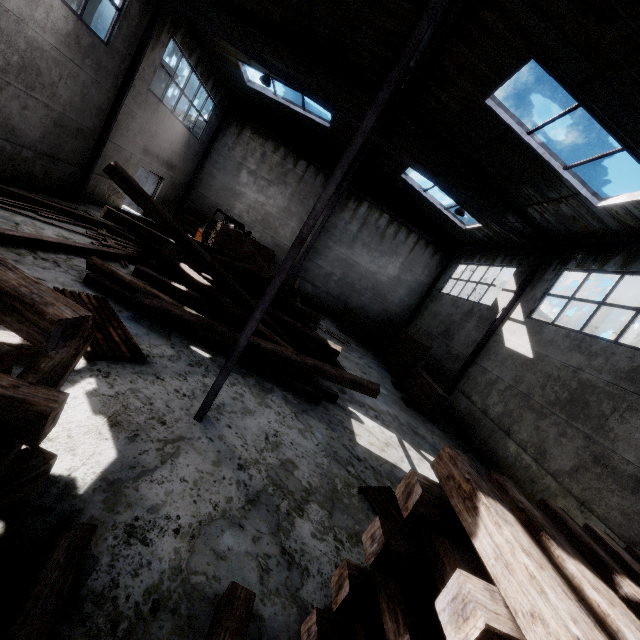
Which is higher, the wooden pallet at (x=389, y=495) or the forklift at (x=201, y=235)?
the forklift at (x=201, y=235)

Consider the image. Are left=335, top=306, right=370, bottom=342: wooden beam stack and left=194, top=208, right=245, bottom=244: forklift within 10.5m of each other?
yes

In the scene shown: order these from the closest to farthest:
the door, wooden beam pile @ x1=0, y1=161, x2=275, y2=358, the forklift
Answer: wooden beam pile @ x1=0, y1=161, x2=275, y2=358 < the forklift < the door

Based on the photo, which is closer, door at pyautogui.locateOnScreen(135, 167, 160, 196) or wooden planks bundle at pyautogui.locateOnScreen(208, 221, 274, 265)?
wooden planks bundle at pyautogui.locateOnScreen(208, 221, 274, 265)

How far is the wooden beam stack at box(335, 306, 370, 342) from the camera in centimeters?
1744cm

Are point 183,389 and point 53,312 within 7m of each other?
yes

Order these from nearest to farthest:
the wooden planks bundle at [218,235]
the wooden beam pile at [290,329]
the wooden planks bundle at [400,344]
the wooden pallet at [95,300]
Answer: the wooden pallet at [95,300], the wooden beam pile at [290,329], the wooden planks bundle at [400,344], the wooden planks bundle at [218,235]

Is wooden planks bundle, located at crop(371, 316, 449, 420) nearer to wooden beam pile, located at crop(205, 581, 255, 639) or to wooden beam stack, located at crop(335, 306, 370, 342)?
wooden beam stack, located at crop(335, 306, 370, 342)
